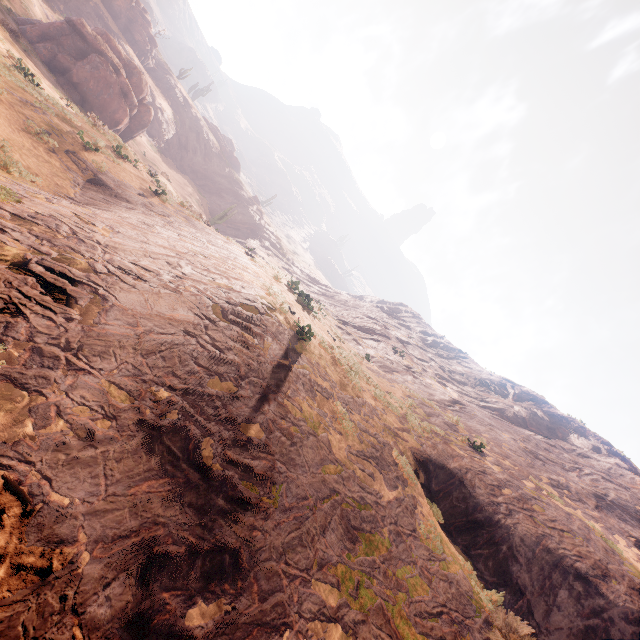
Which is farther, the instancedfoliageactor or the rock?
the rock

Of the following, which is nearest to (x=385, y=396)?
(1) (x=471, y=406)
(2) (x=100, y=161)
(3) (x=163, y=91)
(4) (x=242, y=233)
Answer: (2) (x=100, y=161)

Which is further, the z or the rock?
the rock

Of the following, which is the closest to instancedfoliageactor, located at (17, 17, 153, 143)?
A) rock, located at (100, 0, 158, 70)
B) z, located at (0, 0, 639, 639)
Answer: z, located at (0, 0, 639, 639)

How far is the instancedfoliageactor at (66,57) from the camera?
21.8 meters

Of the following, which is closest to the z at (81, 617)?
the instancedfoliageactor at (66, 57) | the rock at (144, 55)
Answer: the instancedfoliageactor at (66, 57)

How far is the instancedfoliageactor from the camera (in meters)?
21.81

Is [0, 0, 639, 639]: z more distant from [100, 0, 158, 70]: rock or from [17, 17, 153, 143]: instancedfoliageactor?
[100, 0, 158, 70]: rock
